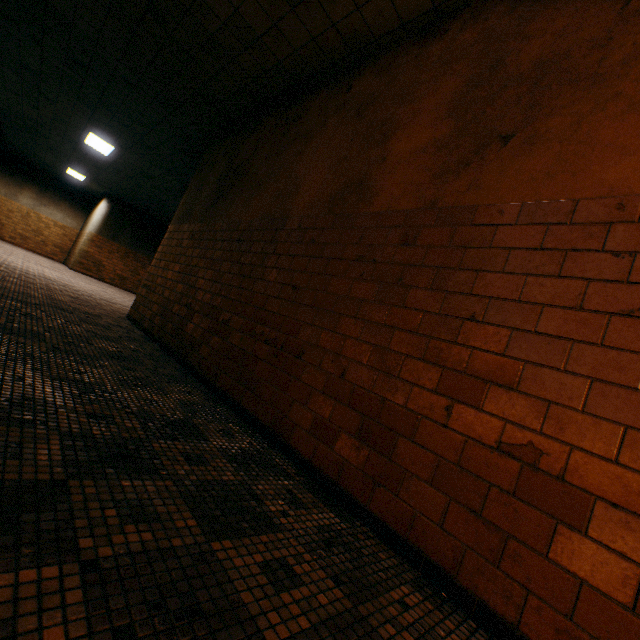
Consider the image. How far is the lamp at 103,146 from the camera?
9.0m

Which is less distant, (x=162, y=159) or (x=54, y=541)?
(x=54, y=541)

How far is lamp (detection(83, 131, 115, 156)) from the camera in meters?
9.0
